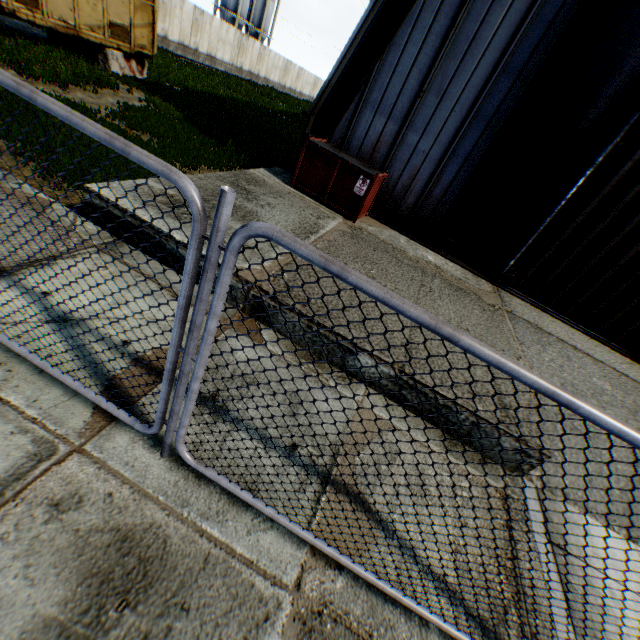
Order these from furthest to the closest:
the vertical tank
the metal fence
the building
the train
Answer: the vertical tank < the train < the building < the metal fence

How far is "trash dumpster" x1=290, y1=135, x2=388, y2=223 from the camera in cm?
745

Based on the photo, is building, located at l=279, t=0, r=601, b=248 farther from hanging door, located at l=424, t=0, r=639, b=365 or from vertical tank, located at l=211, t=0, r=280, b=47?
vertical tank, located at l=211, t=0, r=280, b=47

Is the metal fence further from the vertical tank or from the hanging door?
the vertical tank

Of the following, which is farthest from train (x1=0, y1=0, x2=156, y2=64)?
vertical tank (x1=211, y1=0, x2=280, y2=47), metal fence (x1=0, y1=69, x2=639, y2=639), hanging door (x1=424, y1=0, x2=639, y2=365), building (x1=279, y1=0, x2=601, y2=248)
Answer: vertical tank (x1=211, y1=0, x2=280, y2=47)

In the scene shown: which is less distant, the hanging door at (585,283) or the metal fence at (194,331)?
the metal fence at (194,331)

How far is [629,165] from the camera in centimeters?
696cm

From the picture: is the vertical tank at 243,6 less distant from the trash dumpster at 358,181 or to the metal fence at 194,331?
the trash dumpster at 358,181
